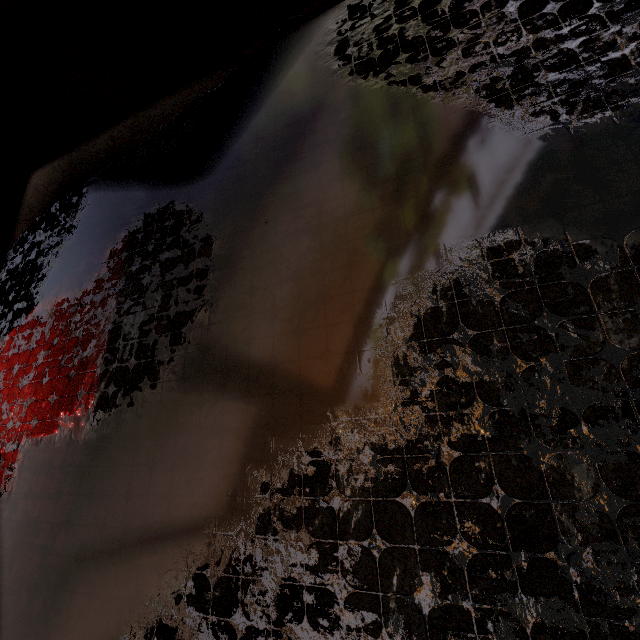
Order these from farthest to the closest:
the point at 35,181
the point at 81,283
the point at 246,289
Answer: the point at 35,181 < the point at 81,283 < the point at 246,289
